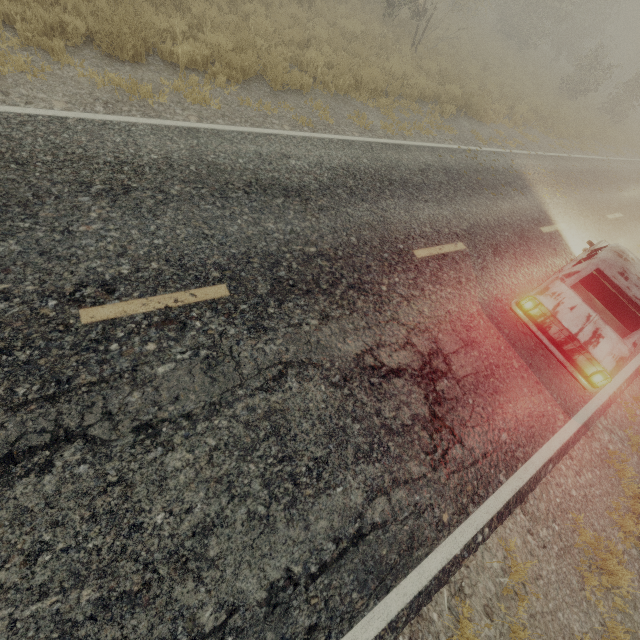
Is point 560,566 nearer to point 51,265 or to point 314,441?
point 314,441

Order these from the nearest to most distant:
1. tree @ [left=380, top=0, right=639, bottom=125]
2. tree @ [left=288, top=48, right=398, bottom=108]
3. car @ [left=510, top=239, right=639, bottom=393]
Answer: car @ [left=510, top=239, right=639, bottom=393], tree @ [left=288, top=48, right=398, bottom=108], tree @ [left=380, top=0, right=639, bottom=125]

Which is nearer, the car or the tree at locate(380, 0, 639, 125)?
the car

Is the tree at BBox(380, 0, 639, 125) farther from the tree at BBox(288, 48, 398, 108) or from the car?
the tree at BBox(288, 48, 398, 108)

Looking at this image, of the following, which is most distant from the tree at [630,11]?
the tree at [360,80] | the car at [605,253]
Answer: the tree at [360,80]
